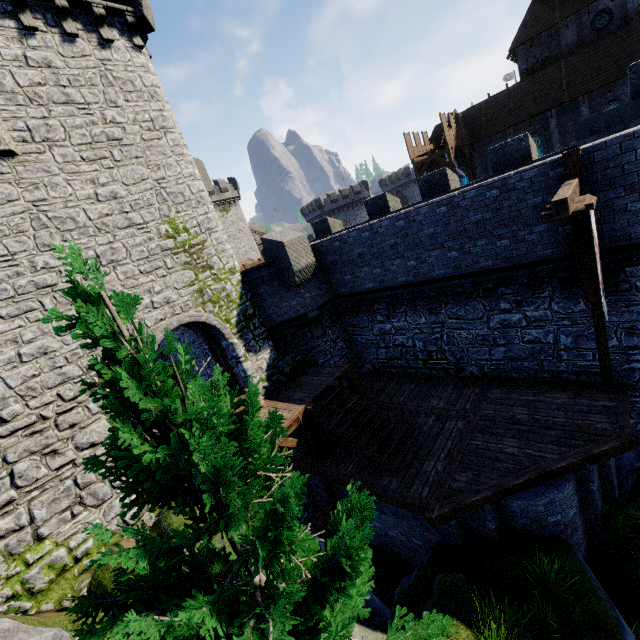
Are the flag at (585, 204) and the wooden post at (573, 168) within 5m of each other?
yes

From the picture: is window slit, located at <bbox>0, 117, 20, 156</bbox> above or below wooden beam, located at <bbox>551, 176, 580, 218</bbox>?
Answer: above

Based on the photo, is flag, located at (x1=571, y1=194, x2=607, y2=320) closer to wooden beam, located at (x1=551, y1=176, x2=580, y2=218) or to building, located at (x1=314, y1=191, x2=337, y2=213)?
wooden beam, located at (x1=551, y1=176, x2=580, y2=218)

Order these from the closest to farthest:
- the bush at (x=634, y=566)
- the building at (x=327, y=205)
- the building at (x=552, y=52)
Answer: the bush at (x=634, y=566), the building at (x=552, y=52), the building at (x=327, y=205)

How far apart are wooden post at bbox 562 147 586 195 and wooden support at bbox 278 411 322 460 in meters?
9.0

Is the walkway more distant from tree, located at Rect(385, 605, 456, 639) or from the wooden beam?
tree, located at Rect(385, 605, 456, 639)

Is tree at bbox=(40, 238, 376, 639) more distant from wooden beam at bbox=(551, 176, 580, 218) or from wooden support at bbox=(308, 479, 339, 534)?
wooden beam at bbox=(551, 176, 580, 218)

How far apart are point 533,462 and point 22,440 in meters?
12.9
